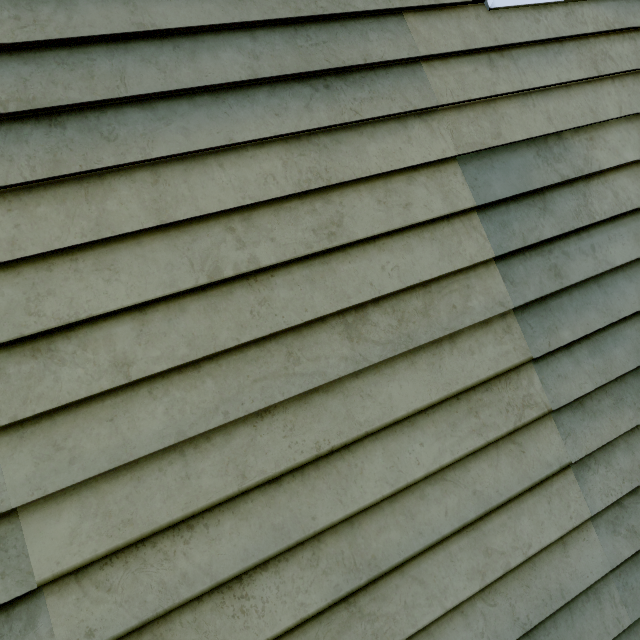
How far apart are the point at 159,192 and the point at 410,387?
1.2m
